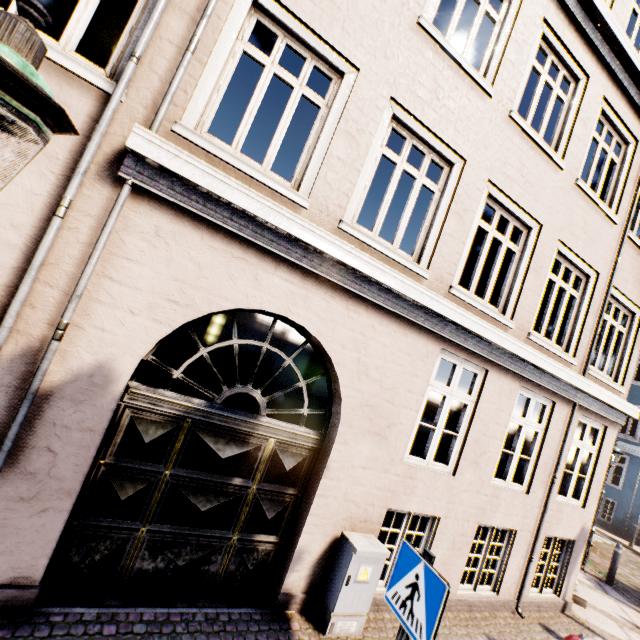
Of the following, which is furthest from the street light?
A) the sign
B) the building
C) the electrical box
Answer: the building

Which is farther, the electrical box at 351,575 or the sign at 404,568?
the electrical box at 351,575

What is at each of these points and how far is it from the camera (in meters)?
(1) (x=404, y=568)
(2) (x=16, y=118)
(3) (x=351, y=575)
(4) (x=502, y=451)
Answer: (1) sign, 2.56
(2) street light, 1.19
(3) electrical box, 3.90
(4) building, 22.50

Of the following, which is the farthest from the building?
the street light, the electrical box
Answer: the electrical box

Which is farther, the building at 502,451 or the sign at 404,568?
the building at 502,451

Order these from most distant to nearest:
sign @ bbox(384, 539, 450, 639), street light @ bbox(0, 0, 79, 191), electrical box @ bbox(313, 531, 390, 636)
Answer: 1. electrical box @ bbox(313, 531, 390, 636)
2. sign @ bbox(384, 539, 450, 639)
3. street light @ bbox(0, 0, 79, 191)

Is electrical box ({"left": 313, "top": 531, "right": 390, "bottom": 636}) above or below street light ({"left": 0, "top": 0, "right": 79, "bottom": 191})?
below
